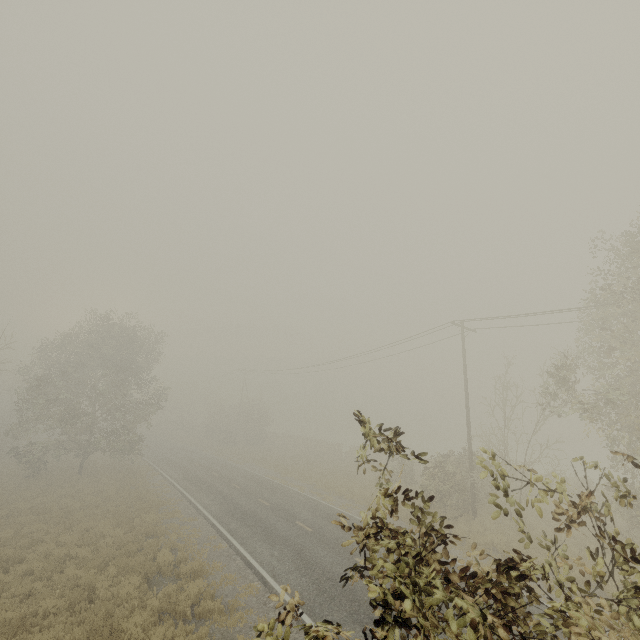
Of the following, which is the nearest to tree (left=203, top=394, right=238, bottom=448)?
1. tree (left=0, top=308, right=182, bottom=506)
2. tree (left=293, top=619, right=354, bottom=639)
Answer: tree (left=0, top=308, right=182, bottom=506)

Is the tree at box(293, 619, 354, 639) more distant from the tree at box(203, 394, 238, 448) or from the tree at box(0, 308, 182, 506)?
the tree at box(203, 394, 238, 448)

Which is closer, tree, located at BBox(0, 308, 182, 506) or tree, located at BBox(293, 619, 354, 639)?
tree, located at BBox(293, 619, 354, 639)

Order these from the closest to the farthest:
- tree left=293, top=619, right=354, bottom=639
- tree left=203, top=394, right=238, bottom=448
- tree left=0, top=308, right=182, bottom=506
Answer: tree left=293, top=619, right=354, bottom=639, tree left=0, top=308, right=182, bottom=506, tree left=203, top=394, right=238, bottom=448

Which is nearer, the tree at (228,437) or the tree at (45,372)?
the tree at (45,372)

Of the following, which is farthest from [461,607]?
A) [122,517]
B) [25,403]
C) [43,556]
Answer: [25,403]

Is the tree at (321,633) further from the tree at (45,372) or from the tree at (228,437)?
the tree at (228,437)

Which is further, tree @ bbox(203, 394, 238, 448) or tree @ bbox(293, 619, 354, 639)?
tree @ bbox(203, 394, 238, 448)
